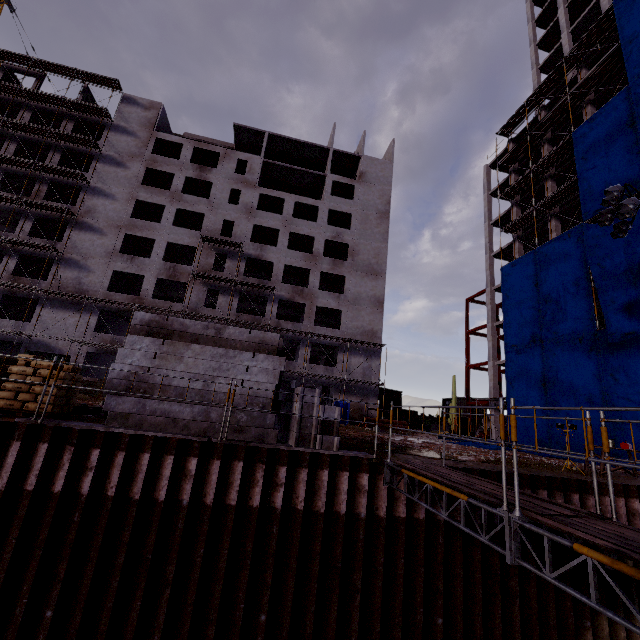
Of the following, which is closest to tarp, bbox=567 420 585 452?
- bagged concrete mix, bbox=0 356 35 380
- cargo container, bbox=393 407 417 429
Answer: cargo container, bbox=393 407 417 429

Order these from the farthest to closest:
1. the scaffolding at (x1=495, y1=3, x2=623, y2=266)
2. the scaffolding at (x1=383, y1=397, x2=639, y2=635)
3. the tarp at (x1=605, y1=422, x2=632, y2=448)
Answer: the scaffolding at (x1=495, y1=3, x2=623, y2=266)
the tarp at (x1=605, y1=422, x2=632, y2=448)
the scaffolding at (x1=383, y1=397, x2=639, y2=635)

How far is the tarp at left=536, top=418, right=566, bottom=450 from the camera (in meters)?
21.56

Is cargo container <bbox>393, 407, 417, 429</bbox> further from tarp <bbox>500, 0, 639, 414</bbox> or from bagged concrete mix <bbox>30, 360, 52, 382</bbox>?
bagged concrete mix <bbox>30, 360, 52, 382</bbox>

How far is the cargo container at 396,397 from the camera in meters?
43.2

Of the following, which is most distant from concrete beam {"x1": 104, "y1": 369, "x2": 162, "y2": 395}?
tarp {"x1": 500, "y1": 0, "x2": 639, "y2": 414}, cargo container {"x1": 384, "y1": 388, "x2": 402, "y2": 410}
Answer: cargo container {"x1": 384, "y1": 388, "x2": 402, "y2": 410}

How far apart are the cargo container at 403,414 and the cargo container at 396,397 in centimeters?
220cm

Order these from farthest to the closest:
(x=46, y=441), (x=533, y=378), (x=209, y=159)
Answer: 1. (x=209, y=159)
2. (x=533, y=378)
3. (x=46, y=441)
